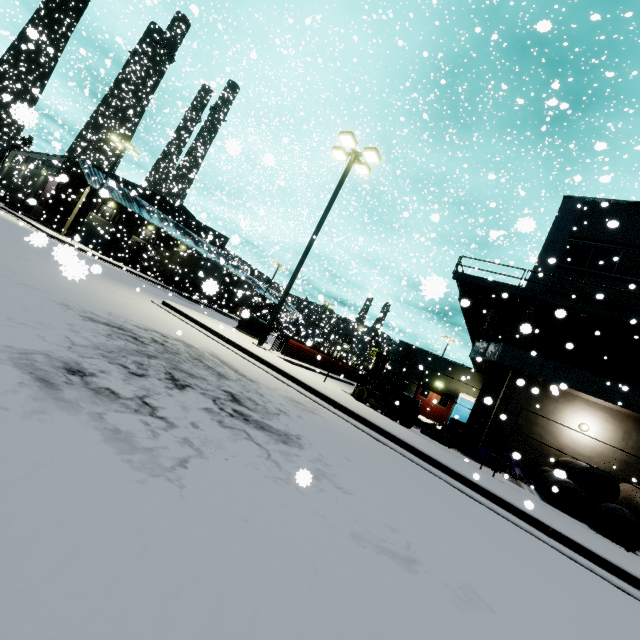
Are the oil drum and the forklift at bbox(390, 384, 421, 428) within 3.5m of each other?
no

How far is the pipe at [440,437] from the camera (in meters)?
12.06

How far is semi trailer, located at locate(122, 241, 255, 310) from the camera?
30.1 meters

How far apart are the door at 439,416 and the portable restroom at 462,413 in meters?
0.8

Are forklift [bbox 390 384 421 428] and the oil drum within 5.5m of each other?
no

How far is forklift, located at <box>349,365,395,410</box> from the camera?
11.93m

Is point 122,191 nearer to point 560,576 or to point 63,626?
point 63,626

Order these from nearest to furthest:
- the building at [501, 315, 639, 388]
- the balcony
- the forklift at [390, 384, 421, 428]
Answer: the forklift at [390, 384, 421, 428] < the balcony < the building at [501, 315, 639, 388]
